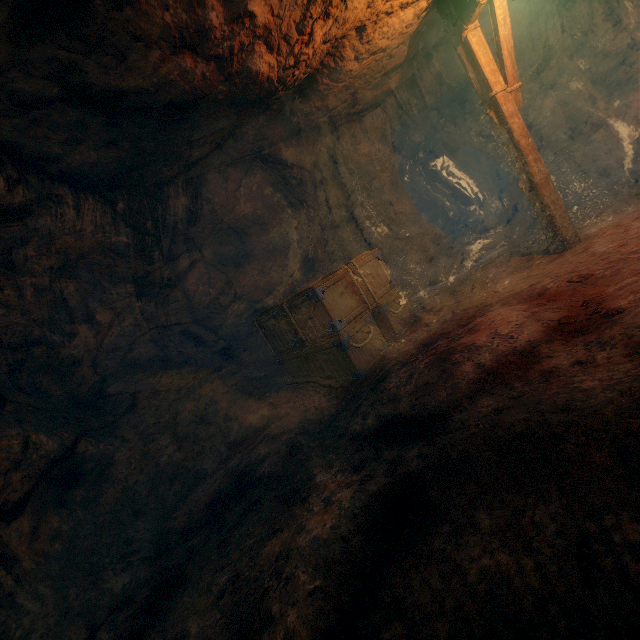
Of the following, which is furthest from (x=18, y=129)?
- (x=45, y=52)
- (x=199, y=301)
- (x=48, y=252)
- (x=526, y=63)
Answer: (x=526, y=63)

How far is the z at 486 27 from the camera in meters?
8.1

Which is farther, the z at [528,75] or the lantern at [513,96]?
the z at [528,75]

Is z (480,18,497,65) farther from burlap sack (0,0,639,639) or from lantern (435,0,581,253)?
lantern (435,0,581,253)

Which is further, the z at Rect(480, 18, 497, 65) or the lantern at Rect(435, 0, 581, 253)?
the z at Rect(480, 18, 497, 65)

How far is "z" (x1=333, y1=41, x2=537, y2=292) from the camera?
8.8m

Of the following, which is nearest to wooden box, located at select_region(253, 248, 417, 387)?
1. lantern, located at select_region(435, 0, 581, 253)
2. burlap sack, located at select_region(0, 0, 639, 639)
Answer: burlap sack, located at select_region(0, 0, 639, 639)
